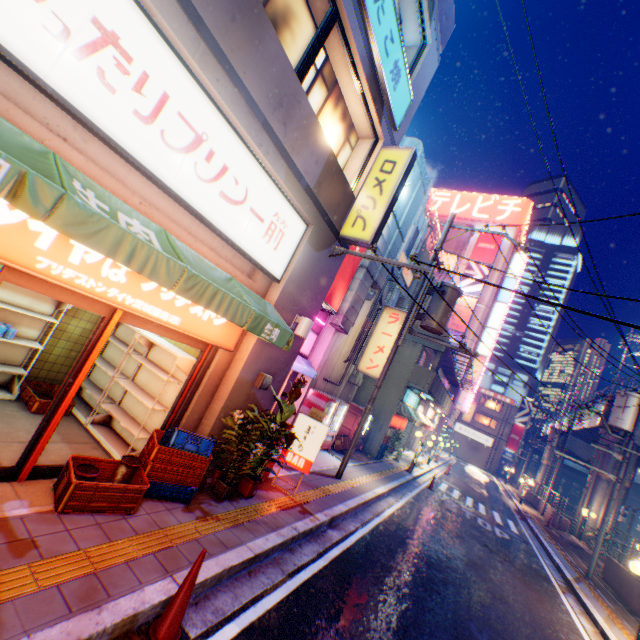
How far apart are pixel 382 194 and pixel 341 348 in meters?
7.5 m

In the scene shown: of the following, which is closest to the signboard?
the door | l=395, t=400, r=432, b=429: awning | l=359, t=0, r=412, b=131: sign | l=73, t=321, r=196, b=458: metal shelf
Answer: l=395, t=400, r=432, b=429: awning

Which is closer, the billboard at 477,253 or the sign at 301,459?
the sign at 301,459

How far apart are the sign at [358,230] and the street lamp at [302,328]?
2.02m

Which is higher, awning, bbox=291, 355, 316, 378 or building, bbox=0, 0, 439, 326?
building, bbox=0, 0, 439, 326

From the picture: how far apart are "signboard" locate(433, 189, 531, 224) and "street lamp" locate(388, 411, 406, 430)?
32.3m

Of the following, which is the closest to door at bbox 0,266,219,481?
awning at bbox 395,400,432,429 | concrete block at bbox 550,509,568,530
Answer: awning at bbox 395,400,432,429

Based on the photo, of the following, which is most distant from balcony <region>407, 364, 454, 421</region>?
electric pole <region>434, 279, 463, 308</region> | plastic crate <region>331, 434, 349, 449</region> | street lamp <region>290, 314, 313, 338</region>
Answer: street lamp <region>290, 314, 313, 338</region>
